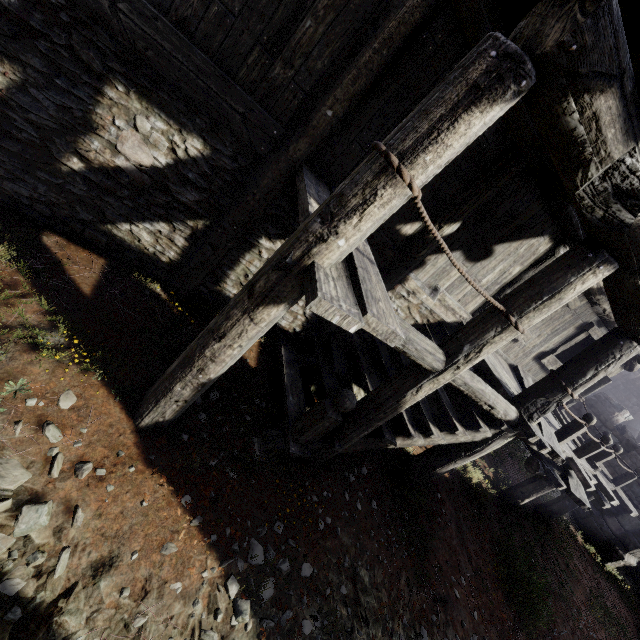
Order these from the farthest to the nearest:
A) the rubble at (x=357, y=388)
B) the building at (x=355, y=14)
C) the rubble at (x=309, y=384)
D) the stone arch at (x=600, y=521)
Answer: the stone arch at (x=600, y=521), the rubble at (x=357, y=388), the rubble at (x=309, y=384), the building at (x=355, y=14)

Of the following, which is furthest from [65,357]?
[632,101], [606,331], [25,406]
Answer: [606,331]

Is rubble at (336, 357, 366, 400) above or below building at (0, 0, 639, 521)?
below

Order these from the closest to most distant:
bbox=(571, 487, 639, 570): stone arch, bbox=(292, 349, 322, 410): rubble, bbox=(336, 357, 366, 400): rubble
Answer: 1. bbox=(292, 349, 322, 410): rubble
2. bbox=(336, 357, 366, 400): rubble
3. bbox=(571, 487, 639, 570): stone arch

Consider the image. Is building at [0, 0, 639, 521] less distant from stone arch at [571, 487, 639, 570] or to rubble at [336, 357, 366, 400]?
stone arch at [571, 487, 639, 570]

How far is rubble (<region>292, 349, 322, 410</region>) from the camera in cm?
544

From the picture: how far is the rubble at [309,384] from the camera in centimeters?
544cm
